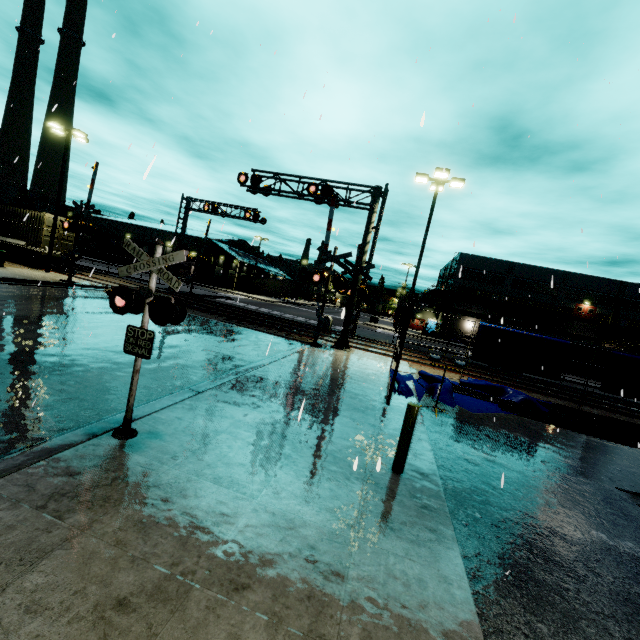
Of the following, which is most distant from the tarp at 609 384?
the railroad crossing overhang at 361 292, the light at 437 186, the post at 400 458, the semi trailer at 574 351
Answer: the post at 400 458

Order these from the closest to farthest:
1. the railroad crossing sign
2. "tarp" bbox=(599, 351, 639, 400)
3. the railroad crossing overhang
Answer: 1. the railroad crossing sign
2. "tarp" bbox=(599, 351, 639, 400)
3. the railroad crossing overhang

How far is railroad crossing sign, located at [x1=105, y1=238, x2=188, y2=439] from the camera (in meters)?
4.39

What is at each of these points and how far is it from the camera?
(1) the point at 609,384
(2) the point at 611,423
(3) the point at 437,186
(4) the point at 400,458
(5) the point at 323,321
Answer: (1) tarp, 14.5m
(2) pipe, 13.2m
(3) light, 16.6m
(4) post, 5.4m
(5) railroad crossing gate, 16.1m

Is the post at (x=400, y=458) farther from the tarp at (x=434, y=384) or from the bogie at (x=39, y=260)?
the bogie at (x=39, y=260)

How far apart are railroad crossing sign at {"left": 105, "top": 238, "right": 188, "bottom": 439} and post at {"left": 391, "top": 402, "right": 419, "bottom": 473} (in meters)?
3.82

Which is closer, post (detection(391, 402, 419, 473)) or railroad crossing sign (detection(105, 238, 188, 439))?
railroad crossing sign (detection(105, 238, 188, 439))

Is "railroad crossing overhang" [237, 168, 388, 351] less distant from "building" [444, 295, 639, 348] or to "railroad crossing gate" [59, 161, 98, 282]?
"building" [444, 295, 639, 348]
